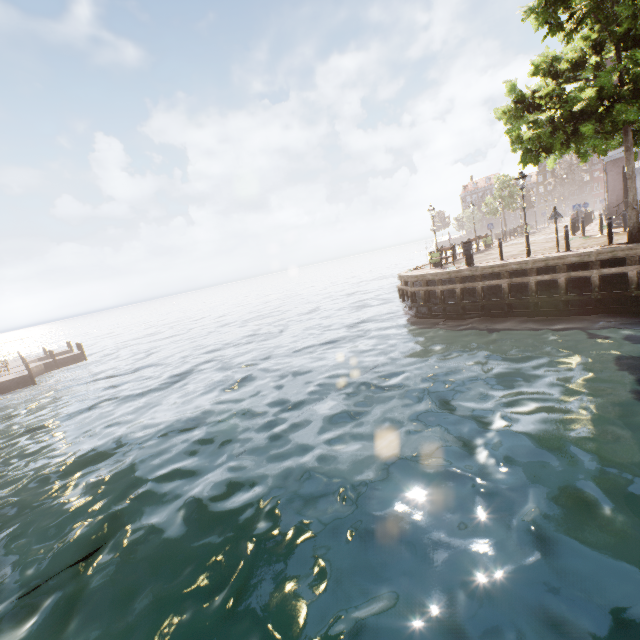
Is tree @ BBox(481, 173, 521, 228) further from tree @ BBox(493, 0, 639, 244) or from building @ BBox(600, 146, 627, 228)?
tree @ BBox(493, 0, 639, 244)

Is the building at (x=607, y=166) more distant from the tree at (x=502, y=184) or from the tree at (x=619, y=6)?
the tree at (x=502, y=184)

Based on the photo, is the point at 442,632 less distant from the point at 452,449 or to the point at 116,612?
the point at 452,449

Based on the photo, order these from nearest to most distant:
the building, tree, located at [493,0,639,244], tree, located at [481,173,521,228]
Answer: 1. tree, located at [493,0,639,244]
2. the building
3. tree, located at [481,173,521,228]

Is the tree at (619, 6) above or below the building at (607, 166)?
above

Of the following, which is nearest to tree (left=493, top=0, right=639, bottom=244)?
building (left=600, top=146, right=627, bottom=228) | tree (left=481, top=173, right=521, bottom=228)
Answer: building (left=600, top=146, right=627, bottom=228)
